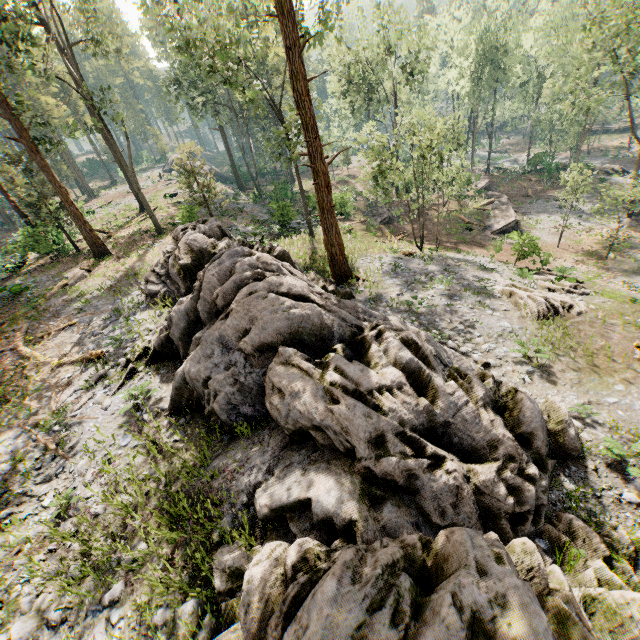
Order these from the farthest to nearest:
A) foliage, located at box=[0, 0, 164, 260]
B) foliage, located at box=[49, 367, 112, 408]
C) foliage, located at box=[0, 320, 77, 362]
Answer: foliage, located at box=[0, 0, 164, 260], foliage, located at box=[0, 320, 77, 362], foliage, located at box=[49, 367, 112, 408]

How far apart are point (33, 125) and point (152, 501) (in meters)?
23.38

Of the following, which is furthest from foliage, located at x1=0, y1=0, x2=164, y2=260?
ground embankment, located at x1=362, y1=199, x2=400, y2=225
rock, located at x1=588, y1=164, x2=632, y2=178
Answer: ground embankment, located at x1=362, y1=199, x2=400, y2=225

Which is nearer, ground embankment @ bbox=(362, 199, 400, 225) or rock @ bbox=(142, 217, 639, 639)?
rock @ bbox=(142, 217, 639, 639)

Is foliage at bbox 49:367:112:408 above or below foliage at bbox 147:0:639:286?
below

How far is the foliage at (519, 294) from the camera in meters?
15.6 m

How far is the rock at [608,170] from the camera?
39.8m

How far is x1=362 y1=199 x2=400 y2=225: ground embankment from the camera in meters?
33.2
